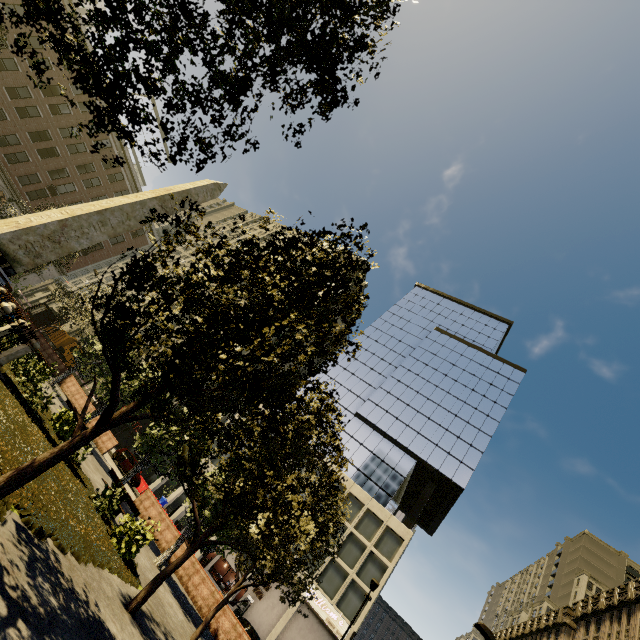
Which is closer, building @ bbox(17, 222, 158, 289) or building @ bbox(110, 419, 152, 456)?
building @ bbox(17, 222, 158, 289)

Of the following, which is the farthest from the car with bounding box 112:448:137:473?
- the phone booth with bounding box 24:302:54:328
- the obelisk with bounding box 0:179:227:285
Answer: the obelisk with bounding box 0:179:227:285

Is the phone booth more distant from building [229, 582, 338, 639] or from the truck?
building [229, 582, 338, 639]

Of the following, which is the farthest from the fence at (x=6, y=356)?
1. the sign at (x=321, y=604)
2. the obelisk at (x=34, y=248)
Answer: the sign at (x=321, y=604)

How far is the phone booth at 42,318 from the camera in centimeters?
2594cm

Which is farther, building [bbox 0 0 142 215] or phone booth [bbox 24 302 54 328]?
building [bbox 0 0 142 215]

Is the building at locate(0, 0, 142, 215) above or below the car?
above

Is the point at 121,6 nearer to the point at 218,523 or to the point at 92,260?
the point at 218,523
